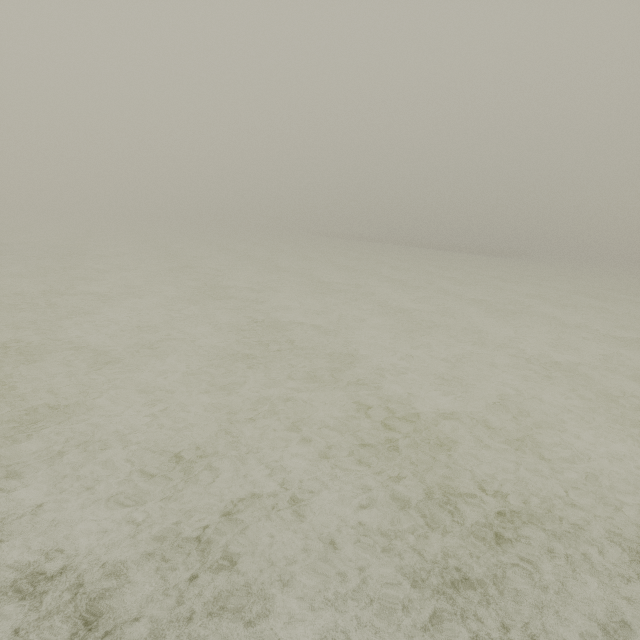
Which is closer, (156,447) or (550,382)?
(156,447)
